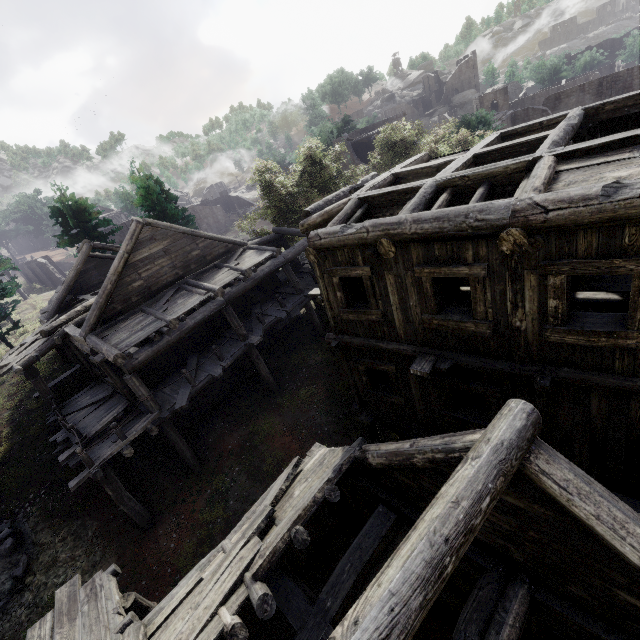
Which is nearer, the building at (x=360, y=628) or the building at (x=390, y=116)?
the building at (x=360, y=628)

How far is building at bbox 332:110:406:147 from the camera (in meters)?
32.86

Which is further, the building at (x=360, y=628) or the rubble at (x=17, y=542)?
the rubble at (x=17, y=542)

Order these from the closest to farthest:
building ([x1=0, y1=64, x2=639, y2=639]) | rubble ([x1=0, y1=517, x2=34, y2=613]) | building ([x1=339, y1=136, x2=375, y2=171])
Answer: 1. building ([x1=0, y1=64, x2=639, y2=639])
2. rubble ([x1=0, y1=517, x2=34, y2=613])
3. building ([x1=339, y1=136, x2=375, y2=171])

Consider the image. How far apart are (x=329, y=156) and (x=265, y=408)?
16.7 meters

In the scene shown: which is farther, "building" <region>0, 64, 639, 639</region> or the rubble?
the rubble

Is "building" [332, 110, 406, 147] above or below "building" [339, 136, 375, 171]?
above
